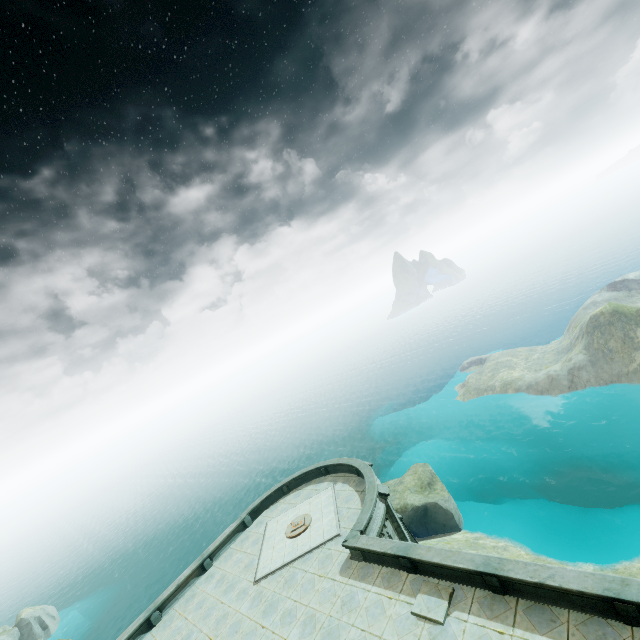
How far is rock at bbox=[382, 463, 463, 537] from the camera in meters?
27.7 m

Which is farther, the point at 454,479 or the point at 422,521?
the point at 454,479

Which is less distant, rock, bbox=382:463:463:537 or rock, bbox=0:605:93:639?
rock, bbox=382:463:463:537

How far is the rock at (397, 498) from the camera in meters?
27.7

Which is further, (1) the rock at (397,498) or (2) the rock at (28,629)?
(2) the rock at (28,629)
